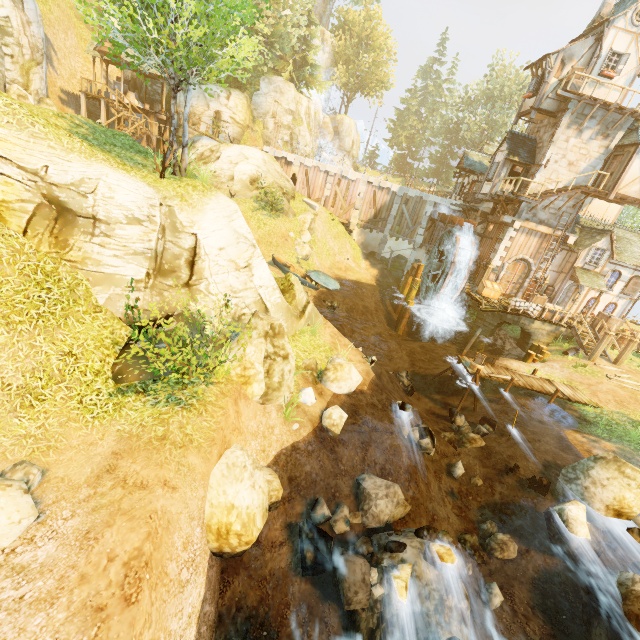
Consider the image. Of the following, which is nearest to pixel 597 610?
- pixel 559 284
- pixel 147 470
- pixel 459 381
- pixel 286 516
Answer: pixel 286 516

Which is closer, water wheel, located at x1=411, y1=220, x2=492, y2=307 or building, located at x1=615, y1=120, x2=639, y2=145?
building, located at x1=615, y1=120, x2=639, y2=145

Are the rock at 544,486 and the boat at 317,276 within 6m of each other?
no

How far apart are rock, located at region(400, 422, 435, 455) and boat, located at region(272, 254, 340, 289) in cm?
1221

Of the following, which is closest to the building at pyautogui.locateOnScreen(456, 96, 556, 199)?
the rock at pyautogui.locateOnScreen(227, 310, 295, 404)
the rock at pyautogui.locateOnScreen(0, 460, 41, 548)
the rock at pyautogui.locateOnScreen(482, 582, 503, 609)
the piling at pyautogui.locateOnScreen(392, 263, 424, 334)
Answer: the piling at pyautogui.locateOnScreen(392, 263, 424, 334)

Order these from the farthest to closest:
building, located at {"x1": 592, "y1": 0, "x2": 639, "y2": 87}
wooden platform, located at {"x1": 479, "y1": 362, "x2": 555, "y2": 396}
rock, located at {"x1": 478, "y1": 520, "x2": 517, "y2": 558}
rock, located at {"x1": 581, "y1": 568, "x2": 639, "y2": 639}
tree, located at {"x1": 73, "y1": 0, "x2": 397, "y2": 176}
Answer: building, located at {"x1": 592, "y1": 0, "x2": 639, "y2": 87}, wooden platform, located at {"x1": 479, "y1": 362, "x2": 555, "y2": 396}, rock, located at {"x1": 478, "y1": 520, "x2": 517, "y2": 558}, tree, located at {"x1": 73, "y1": 0, "x2": 397, "y2": 176}, rock, located at {"x1": 581, "y1": 568, "x2": 639, "y2": 639}

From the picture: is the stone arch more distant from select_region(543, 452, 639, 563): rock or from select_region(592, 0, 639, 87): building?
select_region(543, 452, 639, 563): rock

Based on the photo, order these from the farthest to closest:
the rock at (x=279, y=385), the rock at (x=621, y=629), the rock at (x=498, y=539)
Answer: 1. the rock at (x=498, y=539)
2. the rock at (x=279, y=385)
3. the rock at (x=621, y=629)
